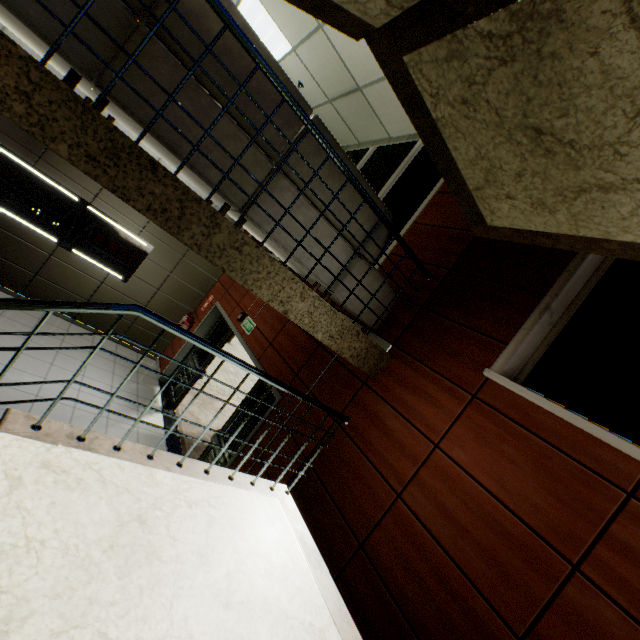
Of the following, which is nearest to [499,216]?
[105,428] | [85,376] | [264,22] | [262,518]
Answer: [262,518]

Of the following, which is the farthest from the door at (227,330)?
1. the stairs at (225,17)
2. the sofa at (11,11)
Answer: the sofa at (11,11)

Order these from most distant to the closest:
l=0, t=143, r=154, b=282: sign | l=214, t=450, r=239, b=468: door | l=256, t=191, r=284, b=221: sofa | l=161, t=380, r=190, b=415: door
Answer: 1. l=161, t=380, r=190, b=415: door
2. l=0, t=143, r=154, b=282: sign
3. l=214, t=450, r=239, b=468: door
4. l=256, t=191, r=284, b=221: sofa

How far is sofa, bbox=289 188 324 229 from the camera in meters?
2.6 m

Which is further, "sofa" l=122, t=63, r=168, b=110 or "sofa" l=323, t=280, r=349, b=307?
"sofa" l=323, t=280, r=349, b=307

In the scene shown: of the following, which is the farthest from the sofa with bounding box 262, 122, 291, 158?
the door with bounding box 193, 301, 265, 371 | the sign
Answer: the sign

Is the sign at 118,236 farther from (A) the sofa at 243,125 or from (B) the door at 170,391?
(A) the sofa at 243,125
